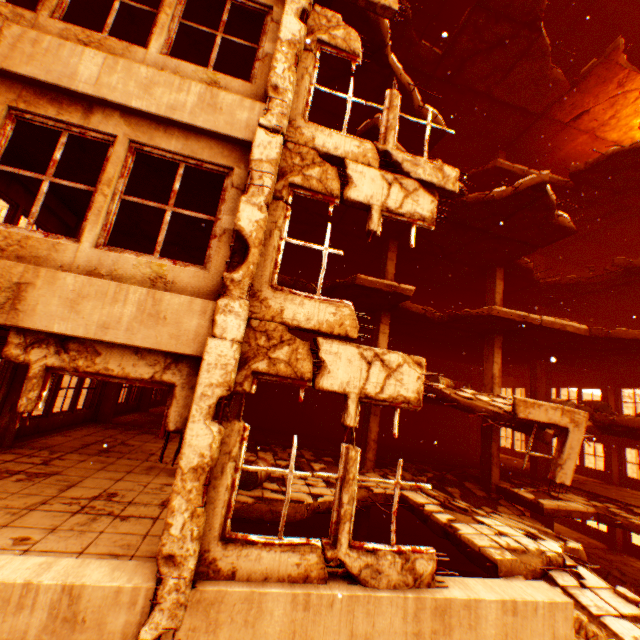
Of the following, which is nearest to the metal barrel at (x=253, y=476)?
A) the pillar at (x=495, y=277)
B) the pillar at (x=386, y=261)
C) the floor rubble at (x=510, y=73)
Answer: the floor rubble at (x=510, y=73)

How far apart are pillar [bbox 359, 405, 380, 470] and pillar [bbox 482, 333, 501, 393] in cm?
461

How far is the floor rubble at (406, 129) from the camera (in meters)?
10.30

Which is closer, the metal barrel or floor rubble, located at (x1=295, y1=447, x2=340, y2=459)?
the metal barrel

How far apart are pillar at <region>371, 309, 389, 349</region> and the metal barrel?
5.12m

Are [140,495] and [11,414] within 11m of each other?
yes

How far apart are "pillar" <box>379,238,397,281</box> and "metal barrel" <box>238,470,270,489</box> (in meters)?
7.17

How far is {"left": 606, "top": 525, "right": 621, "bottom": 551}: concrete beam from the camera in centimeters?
1573cm
